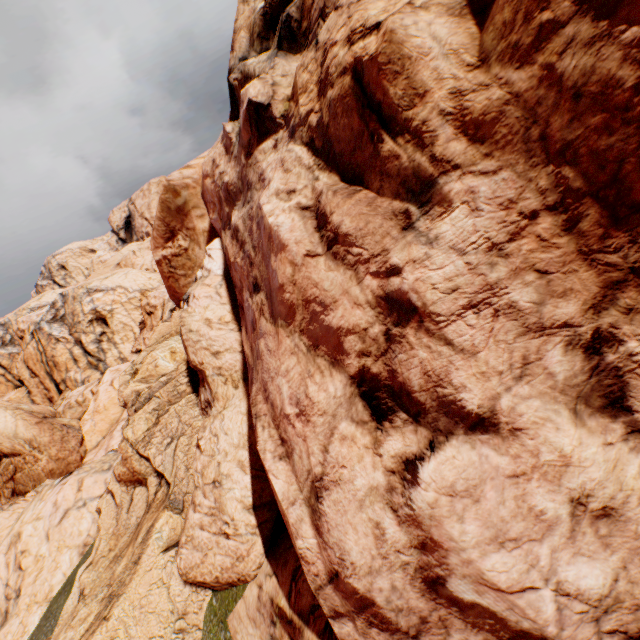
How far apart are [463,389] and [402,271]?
0.8m
